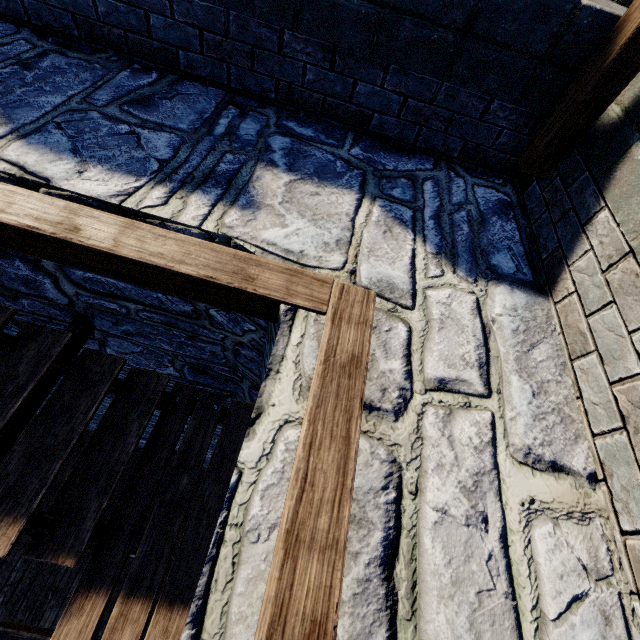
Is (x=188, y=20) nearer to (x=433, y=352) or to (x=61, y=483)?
(x=433, y=352)
